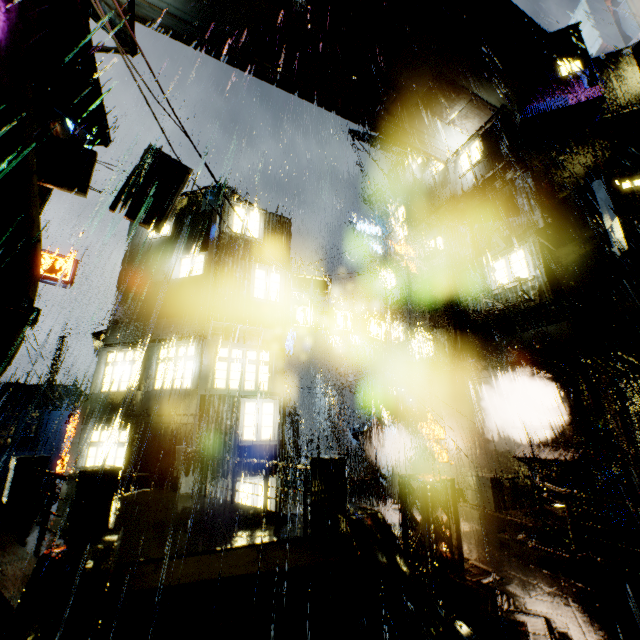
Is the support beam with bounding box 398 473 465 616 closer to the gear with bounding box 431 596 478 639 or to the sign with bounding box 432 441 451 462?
the gear with bounding box 431 596 478 639

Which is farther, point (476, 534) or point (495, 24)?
point (495, 24)

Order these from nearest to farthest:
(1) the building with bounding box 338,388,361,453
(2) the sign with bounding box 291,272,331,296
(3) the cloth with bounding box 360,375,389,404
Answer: (2) the sign with bounding box 291,272,331,296, (3) the cloth with bounding box 360,375,389,404, (1) the building with bounding box 338,388,361,453

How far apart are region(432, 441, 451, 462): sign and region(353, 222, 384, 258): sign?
17.8m

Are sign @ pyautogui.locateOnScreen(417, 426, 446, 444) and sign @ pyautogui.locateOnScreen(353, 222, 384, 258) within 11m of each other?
no

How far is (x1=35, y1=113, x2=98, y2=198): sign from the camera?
9.9m

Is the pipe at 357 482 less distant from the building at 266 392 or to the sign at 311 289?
the building at 266 392

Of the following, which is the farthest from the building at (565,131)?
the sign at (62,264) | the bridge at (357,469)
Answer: the sign at (62,264)
